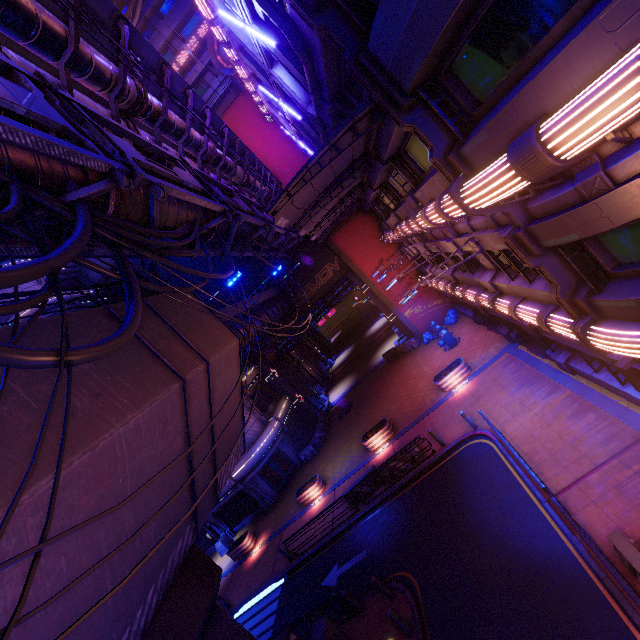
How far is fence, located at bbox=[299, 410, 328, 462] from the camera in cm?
2784

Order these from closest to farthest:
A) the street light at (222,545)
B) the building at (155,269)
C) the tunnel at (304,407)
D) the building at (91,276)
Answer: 1. the street light at (222,545)
2. the building at (155,269)
3. the tunnel at (304,407)
4. the building at (91,276)

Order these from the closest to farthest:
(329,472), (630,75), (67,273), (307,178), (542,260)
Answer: (630,75) → (542,260) → (307,178) → (329,472) → (67,273)

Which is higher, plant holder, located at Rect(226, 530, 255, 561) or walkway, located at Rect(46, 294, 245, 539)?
walkway, located at Rect(46, 294, 245, 539)

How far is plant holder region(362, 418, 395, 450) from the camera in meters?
20.4 m

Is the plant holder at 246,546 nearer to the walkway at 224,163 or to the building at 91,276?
the building at 91,276

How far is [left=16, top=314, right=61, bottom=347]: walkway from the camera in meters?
5.9

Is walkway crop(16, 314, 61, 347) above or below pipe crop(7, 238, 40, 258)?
below
